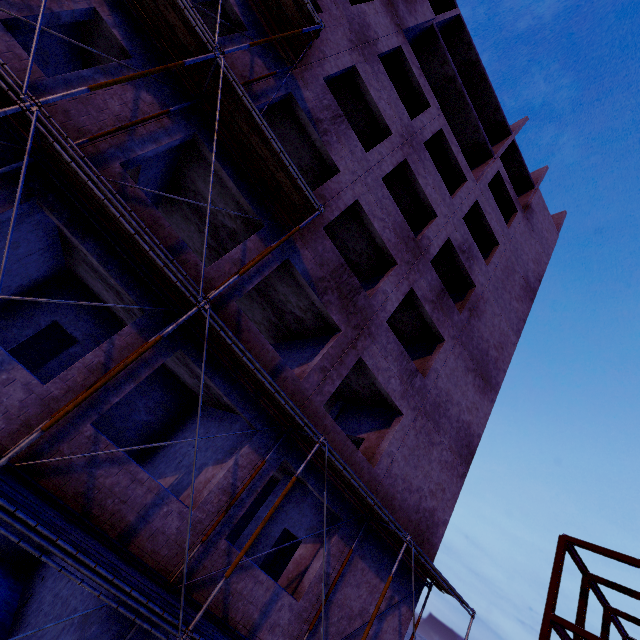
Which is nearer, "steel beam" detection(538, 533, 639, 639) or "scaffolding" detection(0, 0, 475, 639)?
"scaffolding" detection(0, 0, 475, 639)

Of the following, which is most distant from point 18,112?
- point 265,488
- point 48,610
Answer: point 265,488

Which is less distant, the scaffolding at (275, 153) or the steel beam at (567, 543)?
the scaffolding at (275, 153)
